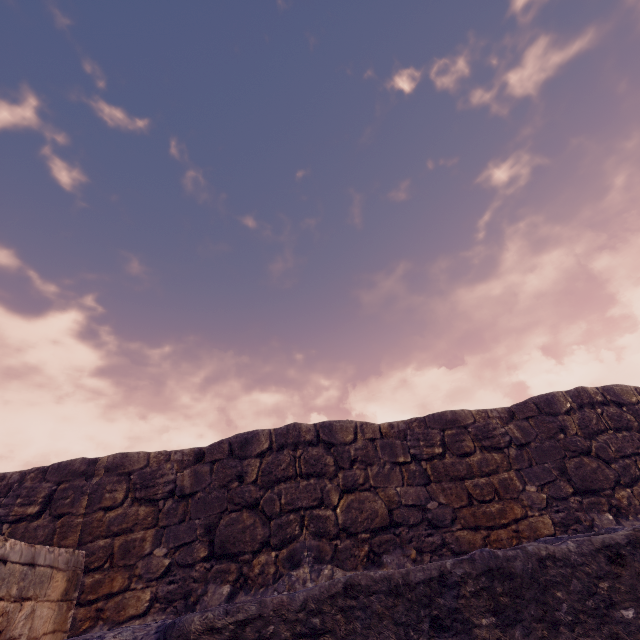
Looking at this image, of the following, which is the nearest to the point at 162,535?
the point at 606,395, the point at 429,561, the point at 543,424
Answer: the point at 429,561
